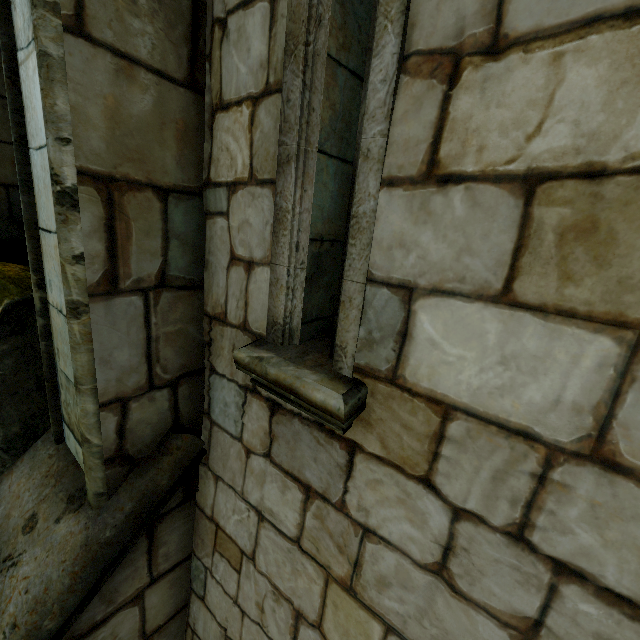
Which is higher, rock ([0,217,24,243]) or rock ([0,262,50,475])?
rock ([0,217,24,243])

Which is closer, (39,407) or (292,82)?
(292,82)

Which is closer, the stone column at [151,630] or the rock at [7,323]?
the stone column at [151,630]

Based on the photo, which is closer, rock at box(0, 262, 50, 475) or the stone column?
the stone column
